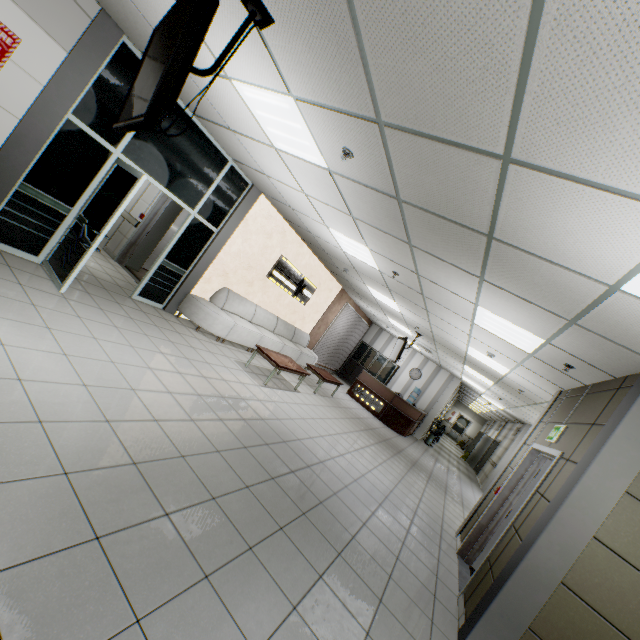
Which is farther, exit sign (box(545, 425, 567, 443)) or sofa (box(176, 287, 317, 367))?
sofa (box(176, 287, 317, 367))

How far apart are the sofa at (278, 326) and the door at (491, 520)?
5.84m

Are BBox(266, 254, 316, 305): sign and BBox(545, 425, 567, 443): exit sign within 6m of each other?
no

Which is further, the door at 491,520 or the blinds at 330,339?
the blinds at 330,339

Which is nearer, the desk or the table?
the table

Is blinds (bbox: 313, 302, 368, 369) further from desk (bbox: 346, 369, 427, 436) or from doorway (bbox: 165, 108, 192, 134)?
doorway (bbox: 165, 108, 192, 134)

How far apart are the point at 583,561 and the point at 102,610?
3.7m

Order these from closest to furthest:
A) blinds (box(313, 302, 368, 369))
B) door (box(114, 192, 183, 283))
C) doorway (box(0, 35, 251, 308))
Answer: doorway (box(0, 35, 251, 308))
door (box(114, 192, 183, 283))
blinds (box(313, 302, 368, 369))
